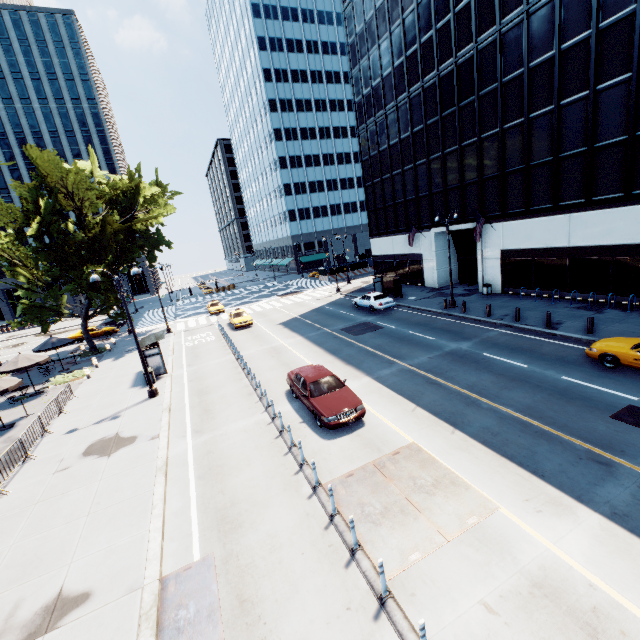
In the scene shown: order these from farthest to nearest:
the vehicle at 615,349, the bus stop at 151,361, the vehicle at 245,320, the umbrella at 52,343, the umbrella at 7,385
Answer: the vehicle at 245,320 < the umbrella at 52,343 < the bus stop at 151,361 < the umbrella at 7,385 < the vehicle at 615,349

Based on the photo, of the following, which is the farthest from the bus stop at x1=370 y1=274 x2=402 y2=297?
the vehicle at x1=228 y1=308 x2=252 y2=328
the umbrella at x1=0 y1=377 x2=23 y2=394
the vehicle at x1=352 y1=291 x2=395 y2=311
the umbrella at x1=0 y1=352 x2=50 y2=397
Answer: the vehicle at x1=228 y1=308 x2=252 y2=328

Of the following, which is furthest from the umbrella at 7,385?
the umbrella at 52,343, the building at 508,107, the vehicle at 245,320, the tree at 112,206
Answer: the building at 508,107

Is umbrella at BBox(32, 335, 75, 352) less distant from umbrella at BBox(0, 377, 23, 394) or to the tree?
the tree

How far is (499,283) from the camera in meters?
27.8

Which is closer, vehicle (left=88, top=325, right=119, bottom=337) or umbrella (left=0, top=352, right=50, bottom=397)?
umbrella (left=0, top=352, right=50, bottom=397)

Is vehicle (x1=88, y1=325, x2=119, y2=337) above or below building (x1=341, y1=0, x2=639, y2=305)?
below

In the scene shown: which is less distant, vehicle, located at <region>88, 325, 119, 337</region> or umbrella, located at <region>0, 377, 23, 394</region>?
umbrella, located at <region>0, 377, 23, 394</region>
